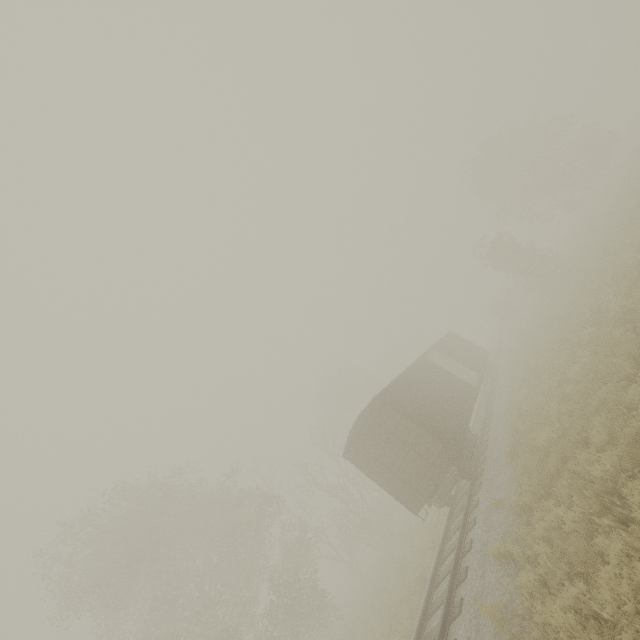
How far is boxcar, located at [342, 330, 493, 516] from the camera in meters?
12.3

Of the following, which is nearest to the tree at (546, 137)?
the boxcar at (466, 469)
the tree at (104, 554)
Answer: the boxcar at (466, 469)

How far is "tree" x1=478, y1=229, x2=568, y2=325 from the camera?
26.5 meters

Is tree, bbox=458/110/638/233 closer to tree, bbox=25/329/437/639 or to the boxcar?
the boxcar

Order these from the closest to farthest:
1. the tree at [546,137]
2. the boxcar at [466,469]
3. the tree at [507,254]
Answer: the boxcar at [466,469], the tree at [507,254], the tree at [546,137]

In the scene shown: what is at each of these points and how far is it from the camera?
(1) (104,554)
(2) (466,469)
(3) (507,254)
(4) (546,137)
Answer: (1) tree, 22.95m
(2) boxcar, 12.06m
(3) tree, 28.94m
(4) tree, 35.50m

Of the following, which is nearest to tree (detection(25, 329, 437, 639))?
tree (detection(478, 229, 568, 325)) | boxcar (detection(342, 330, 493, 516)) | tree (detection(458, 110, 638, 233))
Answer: tree (detection(478, 229, 568, 325))

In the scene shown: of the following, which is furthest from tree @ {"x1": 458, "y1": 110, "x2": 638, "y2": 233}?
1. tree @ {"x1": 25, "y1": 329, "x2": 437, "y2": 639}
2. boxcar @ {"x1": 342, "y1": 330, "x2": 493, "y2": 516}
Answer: tree @ {"x1": 25, "y1": 329, "x2": 437, "y2": 639}
